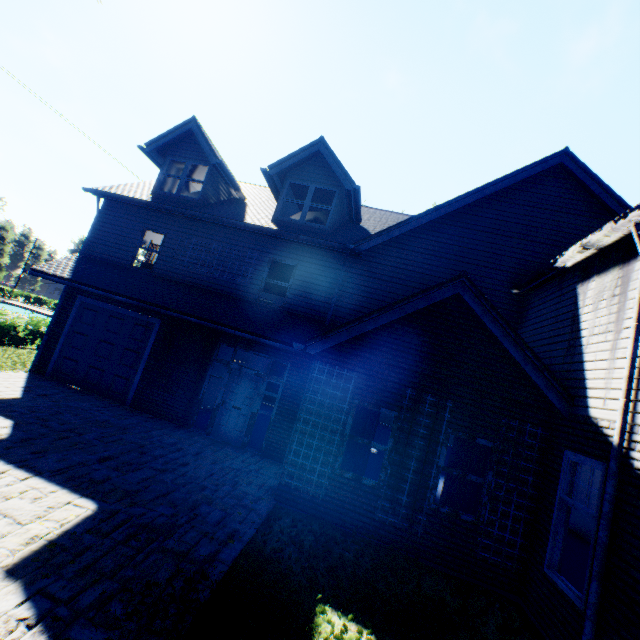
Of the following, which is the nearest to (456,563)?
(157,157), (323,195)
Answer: (323,195)

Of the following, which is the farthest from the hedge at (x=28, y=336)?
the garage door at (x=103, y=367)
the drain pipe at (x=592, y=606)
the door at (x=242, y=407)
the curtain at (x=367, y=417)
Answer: the drain pipe at (x=592, y=606)

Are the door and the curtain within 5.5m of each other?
yes

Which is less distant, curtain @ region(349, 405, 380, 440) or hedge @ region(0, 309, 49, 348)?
curtain @ region(349, 405, 380, 440)

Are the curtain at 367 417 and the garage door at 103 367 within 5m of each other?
no

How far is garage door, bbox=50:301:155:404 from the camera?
10.77m

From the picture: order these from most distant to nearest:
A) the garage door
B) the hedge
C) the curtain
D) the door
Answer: the hedge → the garage door → the door → the curtain

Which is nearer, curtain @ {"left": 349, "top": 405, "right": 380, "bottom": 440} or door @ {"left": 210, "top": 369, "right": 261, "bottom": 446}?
curtain @ {"left": 349, "top": 405, "right": 380, "bottom": 440}
